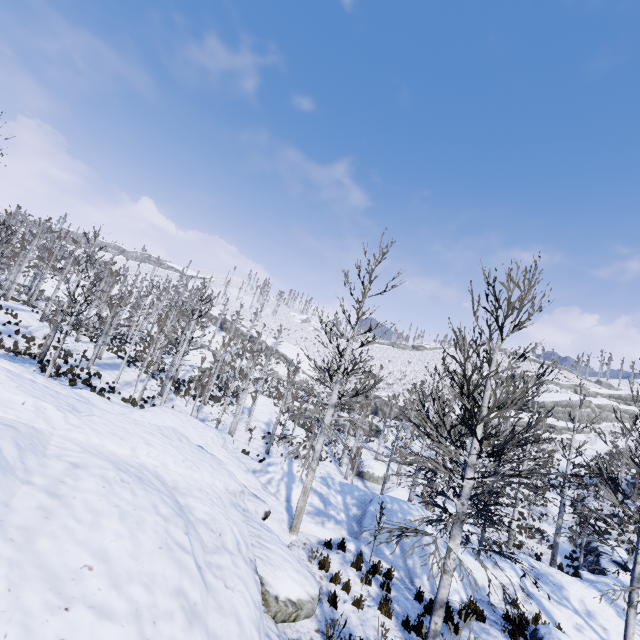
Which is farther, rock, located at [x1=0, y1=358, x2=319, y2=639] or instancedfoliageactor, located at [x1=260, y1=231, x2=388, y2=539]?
instancedfoliageactor, located at [x1=260, y1=231, x2=388, y2=539]

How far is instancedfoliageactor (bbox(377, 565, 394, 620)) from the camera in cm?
744

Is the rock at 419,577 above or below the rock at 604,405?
below

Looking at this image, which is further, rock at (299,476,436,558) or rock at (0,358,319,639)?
rock at (299,476,436,558)

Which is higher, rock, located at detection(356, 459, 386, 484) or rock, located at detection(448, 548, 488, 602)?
rock, located at detection(448, 548, 488, 602)

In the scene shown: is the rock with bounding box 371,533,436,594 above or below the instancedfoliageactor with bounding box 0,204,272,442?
below

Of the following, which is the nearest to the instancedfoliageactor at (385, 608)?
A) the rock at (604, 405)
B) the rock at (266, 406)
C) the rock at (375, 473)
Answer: the rock at (375, 473)

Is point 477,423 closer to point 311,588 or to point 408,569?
point 311,588
